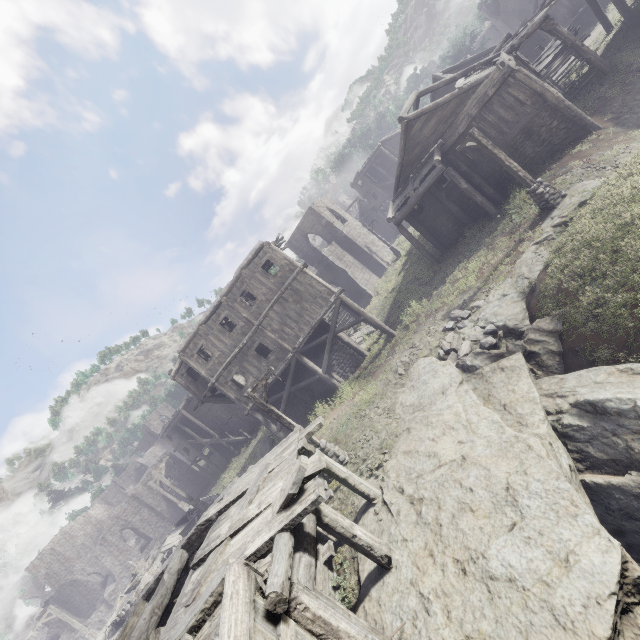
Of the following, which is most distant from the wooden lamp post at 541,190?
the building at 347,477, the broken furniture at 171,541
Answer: the broken furniture at 171,541

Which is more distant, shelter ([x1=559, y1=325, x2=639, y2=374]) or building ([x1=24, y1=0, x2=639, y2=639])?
shelter ([x1=559, y1=325, x2=639, y2=374])

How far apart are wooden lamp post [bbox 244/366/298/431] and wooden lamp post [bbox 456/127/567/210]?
12.77m

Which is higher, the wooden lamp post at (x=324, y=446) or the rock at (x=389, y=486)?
the wooden lamp post at (x=324, y=446)

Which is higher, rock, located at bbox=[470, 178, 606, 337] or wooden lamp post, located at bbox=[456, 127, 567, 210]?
wooden lamp post, located at bbox=[456, 127, 567, 210]

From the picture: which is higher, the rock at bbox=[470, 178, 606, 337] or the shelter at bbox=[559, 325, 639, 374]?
the rock at bbox=[470, 178, 606, 337]

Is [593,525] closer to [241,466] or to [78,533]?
[241,466]
